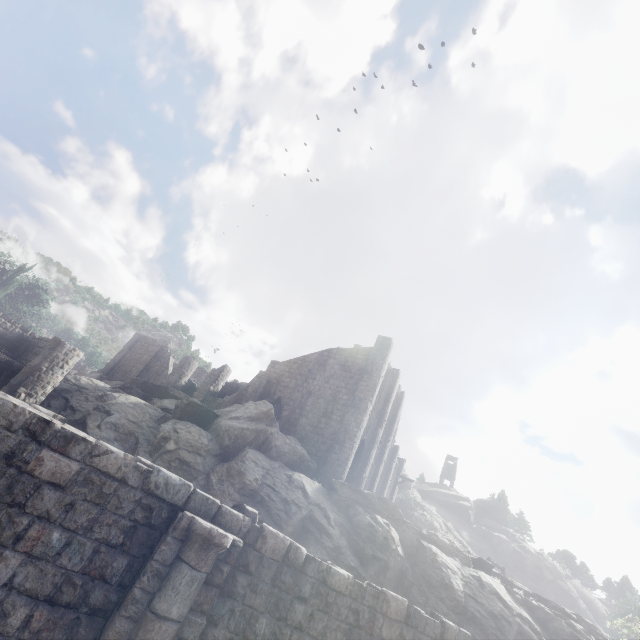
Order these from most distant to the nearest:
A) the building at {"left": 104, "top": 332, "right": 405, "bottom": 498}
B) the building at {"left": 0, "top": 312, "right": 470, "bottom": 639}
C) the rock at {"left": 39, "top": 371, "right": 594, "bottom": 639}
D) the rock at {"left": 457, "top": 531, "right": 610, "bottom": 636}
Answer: the rock at {"left": 457, "top": 531, "right": 610, "bottom": 636} < the building at {"left": 104, "top": 332, "right": 405, "bottom": 498} < the rock at {"left": 39, "top": 371, "right": 594, "bottom": 639} < the building at {"left": 0, "top": 312, "right": 470, "bottom": 639}

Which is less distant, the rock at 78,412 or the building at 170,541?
A: the building at 170,541

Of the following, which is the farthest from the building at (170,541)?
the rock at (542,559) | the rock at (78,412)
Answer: the rock at (542,559)

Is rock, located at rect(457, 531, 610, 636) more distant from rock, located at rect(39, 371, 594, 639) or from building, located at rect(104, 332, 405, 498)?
rock, located at rect(39, 371, 594, 639)

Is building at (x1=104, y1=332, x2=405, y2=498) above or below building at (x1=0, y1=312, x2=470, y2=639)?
above

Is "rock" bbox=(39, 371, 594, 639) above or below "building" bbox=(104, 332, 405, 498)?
below

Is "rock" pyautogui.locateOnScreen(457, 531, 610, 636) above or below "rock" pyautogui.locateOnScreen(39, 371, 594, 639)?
above

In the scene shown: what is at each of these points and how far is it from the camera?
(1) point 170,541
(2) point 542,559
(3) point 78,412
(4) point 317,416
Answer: (1) building, 5.23m
(2) rock, 54.03m
(3) rock, 19.25m
(4) building, 25.38m
